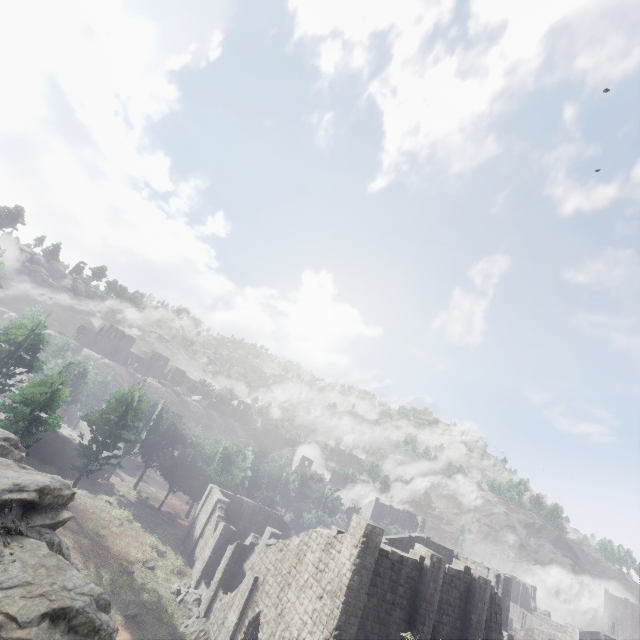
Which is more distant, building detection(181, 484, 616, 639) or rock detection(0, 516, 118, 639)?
building detection(181, 484, 616, 639)

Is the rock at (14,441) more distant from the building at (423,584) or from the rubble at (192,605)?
the rubble at (192,605)

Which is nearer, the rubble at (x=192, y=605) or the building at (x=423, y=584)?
the building at (x=423, y=584)

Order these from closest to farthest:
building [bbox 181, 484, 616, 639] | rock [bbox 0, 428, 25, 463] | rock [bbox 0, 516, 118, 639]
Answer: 1. rock [bbox 0, 516, 118, 639]
2. rock [bbox 0, 428, 25, 463]
3. building [bbox 181, 484, 616, 639]

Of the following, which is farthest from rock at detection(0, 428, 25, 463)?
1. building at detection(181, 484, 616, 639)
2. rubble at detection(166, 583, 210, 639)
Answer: rubble at detection(166, 583, 210, 639)

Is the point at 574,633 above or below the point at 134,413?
below
